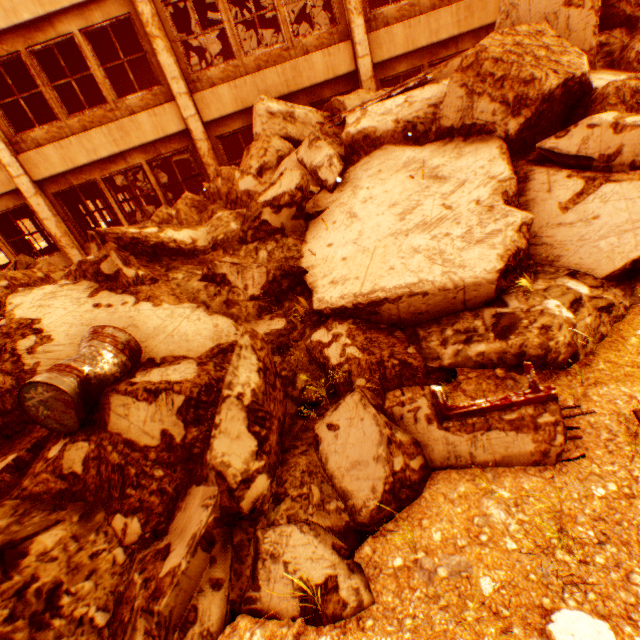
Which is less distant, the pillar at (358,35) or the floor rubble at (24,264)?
the floor rubble at (24,264)

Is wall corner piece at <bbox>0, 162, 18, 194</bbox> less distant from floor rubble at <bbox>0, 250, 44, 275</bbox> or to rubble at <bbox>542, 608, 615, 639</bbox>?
floor rubble at <bbox>0, 250, 44, 275</bbox>

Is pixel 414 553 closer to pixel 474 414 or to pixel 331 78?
pixel 474 414

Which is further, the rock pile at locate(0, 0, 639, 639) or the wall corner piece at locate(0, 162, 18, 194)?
the wall corner piece at locate(0, 162, 18, 194)

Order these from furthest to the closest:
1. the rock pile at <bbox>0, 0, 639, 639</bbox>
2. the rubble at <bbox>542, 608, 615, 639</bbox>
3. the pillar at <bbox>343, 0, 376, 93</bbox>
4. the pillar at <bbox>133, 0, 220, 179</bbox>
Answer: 1. the pillar at <bbox>343, 0, 376, 93</bbox>
2. the pillar at <bbox>133, 0, 220, 179</bbox>
3. the rock pile at <bbox>0, 0, 639, 639</bbox>
4. the rubble at <bbox>542, 608, 615, 639</bbox>

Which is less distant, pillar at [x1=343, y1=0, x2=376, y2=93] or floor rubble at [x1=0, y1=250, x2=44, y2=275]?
floor rubble at [x1=0, y1=250, x2=44, y2=275]

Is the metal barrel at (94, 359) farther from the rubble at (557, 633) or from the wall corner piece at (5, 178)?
the wall corner piece at (5, 178)

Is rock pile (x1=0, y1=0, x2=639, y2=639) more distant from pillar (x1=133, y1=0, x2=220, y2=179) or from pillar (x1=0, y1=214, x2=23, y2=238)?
pillar (x1=0, y1=214, x2=23, y2=238)
